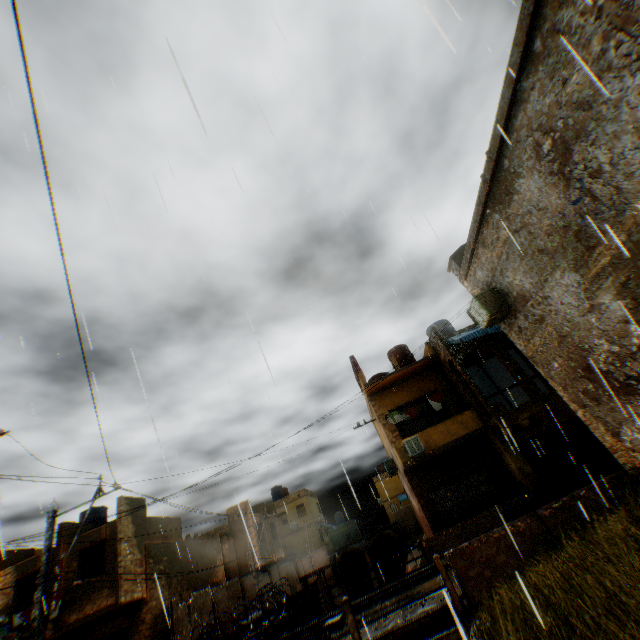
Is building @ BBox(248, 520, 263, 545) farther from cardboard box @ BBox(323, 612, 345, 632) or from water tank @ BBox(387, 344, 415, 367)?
cardboard box @ BBox(323, 612, 345, 632)

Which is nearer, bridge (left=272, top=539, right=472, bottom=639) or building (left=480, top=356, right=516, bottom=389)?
bridge (left=272, top=539, right=472, bottom=639)

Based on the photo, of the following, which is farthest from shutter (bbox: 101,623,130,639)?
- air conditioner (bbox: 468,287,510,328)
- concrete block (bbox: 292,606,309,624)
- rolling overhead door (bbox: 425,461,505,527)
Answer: air conditioner (bbox: 468,287,510,328)

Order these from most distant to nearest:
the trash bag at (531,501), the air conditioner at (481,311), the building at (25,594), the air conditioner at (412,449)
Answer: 1. the building at (25,594)
2. the air conditioner at (412,449)
3. the trash bag at (531,501)
4. the air conditioner at (481,311)

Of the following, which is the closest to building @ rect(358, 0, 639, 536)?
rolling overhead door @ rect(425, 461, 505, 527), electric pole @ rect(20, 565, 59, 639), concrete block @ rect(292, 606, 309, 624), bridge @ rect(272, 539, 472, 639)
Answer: rolling overhead door @ rect(425, 461, 505, 527)

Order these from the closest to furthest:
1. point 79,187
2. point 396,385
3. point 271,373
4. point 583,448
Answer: point 271,373
point 79,187
point 583,448
point 396,385

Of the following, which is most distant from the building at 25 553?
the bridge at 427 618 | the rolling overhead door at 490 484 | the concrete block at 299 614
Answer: the bridge at 427 618

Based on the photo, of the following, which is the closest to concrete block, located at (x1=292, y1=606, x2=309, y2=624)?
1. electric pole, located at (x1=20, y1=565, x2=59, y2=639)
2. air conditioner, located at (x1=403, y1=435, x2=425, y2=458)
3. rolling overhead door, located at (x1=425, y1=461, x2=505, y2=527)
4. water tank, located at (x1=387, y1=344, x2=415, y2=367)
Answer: rolling overhead door, located at (x1=425, y1=461, x2=505, y2=527)
